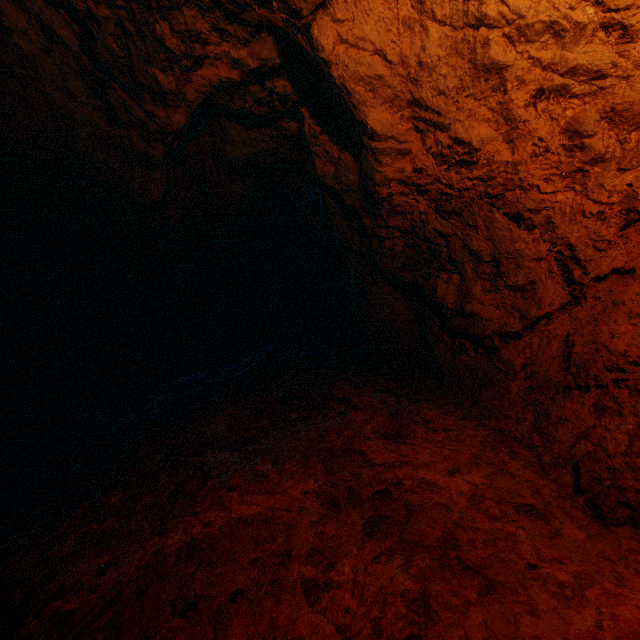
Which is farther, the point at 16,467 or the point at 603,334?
the point at 16,467
